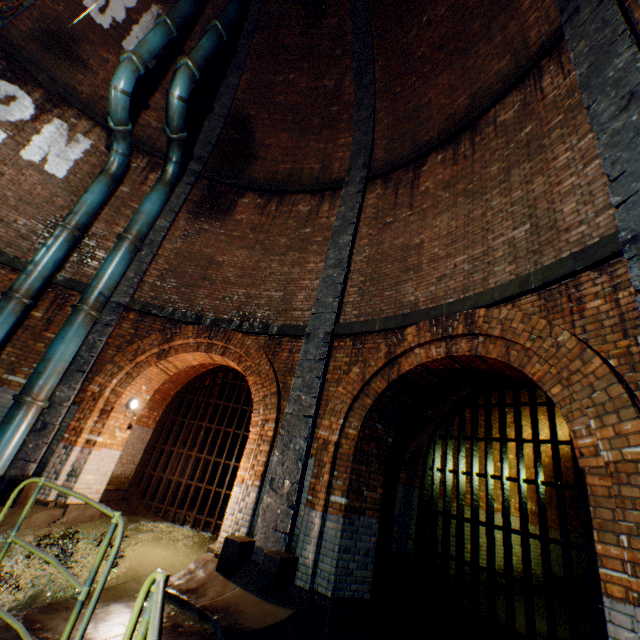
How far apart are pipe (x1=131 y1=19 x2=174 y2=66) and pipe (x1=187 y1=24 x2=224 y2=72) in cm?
63

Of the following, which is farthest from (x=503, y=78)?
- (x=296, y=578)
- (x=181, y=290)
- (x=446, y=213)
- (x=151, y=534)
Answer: (x=151, y=534)

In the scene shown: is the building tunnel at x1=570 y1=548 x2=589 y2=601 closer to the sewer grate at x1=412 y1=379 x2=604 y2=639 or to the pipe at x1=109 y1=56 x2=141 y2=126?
the sewer grate at x1=412 y1=379 x2=604 y2=639

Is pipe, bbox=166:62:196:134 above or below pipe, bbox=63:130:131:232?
above

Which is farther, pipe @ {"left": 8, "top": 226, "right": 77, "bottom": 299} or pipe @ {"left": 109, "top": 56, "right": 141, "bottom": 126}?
pipe @ {"left": 109, "top": 56, "right": 141, "bottom": 126}

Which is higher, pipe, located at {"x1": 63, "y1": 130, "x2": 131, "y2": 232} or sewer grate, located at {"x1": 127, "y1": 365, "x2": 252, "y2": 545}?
pipe, located at {"x1": 63, "y1": 130, "x2": 131, "y2": 232}

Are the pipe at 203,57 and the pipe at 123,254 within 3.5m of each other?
no

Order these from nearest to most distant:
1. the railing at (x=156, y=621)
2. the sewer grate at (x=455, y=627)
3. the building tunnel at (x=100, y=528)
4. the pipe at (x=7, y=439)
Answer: the railing at (x=156, y=621)
the sewer grate at (x=455, y=627)
the pipe at (x=7, y=439)
the building tunnel at (x=100, y=528)
